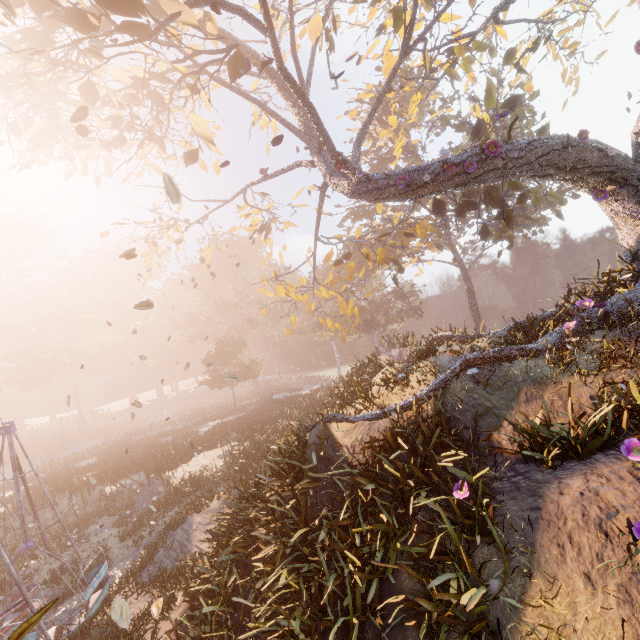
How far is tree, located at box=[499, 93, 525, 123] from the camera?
11.6 meters

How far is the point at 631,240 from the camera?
8.62m

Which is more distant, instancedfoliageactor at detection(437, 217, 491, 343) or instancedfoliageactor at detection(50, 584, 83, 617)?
instancedfoliageactor at detection(437, 217, 491, 343)

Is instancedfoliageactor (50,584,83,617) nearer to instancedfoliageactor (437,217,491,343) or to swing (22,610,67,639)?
swing (22,610,67,639)

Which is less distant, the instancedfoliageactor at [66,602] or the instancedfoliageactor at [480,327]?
the instancedfoliageactor at [66,602]

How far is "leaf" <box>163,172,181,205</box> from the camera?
3.77m

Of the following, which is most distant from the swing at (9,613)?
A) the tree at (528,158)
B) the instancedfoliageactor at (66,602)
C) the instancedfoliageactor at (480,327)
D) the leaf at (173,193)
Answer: the instancedfoliageactor at (480,327)

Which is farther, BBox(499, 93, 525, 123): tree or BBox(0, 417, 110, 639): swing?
BBox(499, 93, 525, 123): tree
